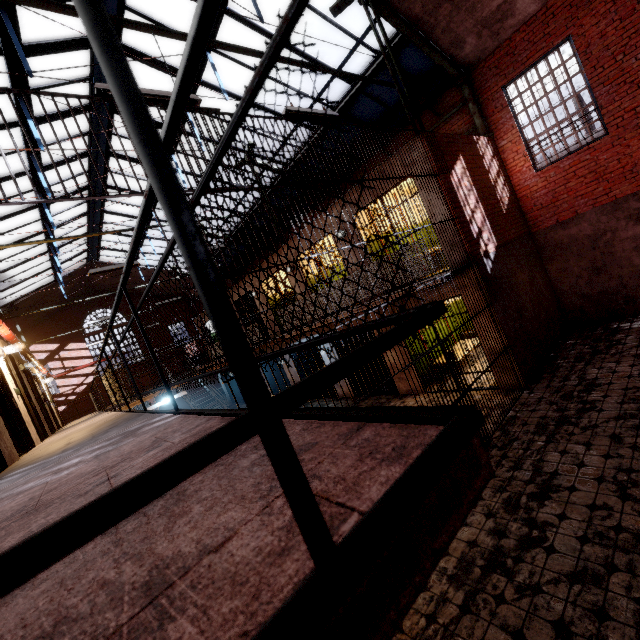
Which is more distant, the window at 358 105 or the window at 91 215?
the window at 91 215

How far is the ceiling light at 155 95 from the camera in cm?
372

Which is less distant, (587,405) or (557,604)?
(557,604)

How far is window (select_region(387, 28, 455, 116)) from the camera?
8.46m

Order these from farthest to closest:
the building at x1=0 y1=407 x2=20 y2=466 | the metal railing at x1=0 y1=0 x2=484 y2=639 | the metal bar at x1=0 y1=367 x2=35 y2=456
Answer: the metal bar at x1=0 y1=367 x2=35 y2=456 < the building at x1=0 y1=407 x2=20 y2=466 < the metal railing at x1=0 y1=0 x2=484 y2=639

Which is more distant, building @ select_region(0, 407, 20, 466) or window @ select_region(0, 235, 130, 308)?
window @ select_region(0, 235, 130, 308)

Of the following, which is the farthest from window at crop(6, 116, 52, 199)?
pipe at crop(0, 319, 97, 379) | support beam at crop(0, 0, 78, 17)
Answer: pipe at crop(0, 319, 97, 379)

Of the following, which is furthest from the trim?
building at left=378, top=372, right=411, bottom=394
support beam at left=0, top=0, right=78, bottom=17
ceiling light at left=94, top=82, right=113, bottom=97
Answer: ceiling light at left=94, top=82, right=113, bottom=97
